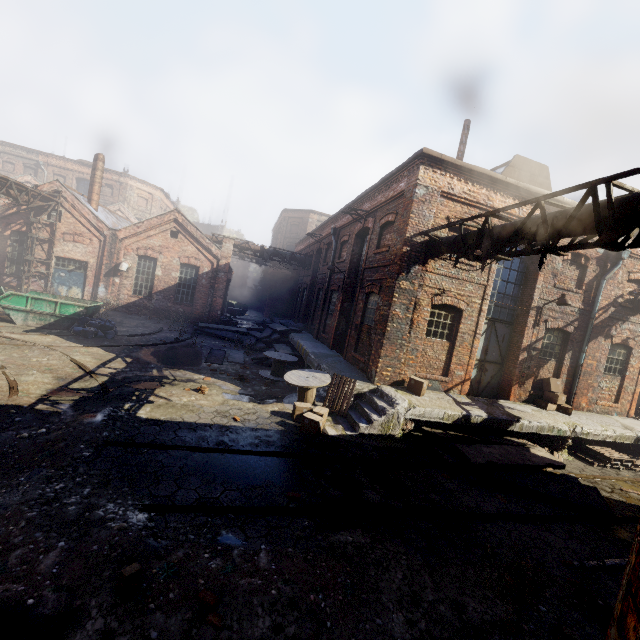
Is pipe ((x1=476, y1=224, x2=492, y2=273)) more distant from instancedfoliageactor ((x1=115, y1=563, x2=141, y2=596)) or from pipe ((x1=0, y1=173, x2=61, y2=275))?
pipe ((x1=0, y1=173, x2=61, y2=275))

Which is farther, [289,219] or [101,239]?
[289,219]

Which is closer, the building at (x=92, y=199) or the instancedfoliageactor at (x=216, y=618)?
the instancedfoliageactor at (x=216, y=618)

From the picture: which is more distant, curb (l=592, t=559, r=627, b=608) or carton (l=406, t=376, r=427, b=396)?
carton (l=406, t=376, r=427, b=396)

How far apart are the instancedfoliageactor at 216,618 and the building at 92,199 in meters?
25.7 m

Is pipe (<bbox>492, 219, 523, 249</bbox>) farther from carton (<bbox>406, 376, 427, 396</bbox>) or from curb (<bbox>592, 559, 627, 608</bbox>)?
curb (<bbox>592, 559, 627, 608</bbox>)

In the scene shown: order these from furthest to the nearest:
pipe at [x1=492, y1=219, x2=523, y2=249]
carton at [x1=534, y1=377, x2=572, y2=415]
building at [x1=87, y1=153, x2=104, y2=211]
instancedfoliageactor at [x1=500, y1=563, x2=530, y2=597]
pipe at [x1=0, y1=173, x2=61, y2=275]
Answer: building at [x1=87, y1=153, x2=104, y2=211], pipe at [x1=0, y1=173, x2=61, y2=275], carton at [x1=534, y1=377, x2=572, y2=415], pipe at [x1=492, y1=219, x2=523, y2=249], instancedfoliageactor at [x1=500, y1=563, x2=530, y2=597]

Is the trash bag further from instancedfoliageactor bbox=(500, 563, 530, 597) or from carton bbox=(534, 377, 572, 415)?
carton bbox=(534, 377, 572, 415)
